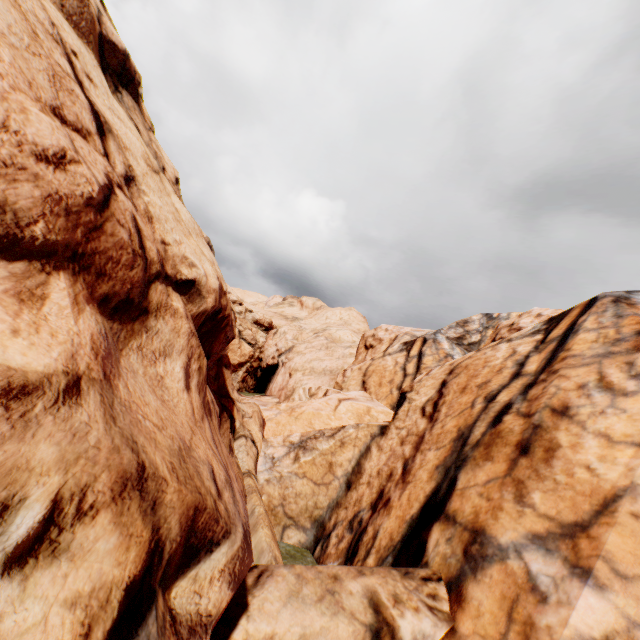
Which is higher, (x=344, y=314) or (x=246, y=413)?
(x=344, y=314)
